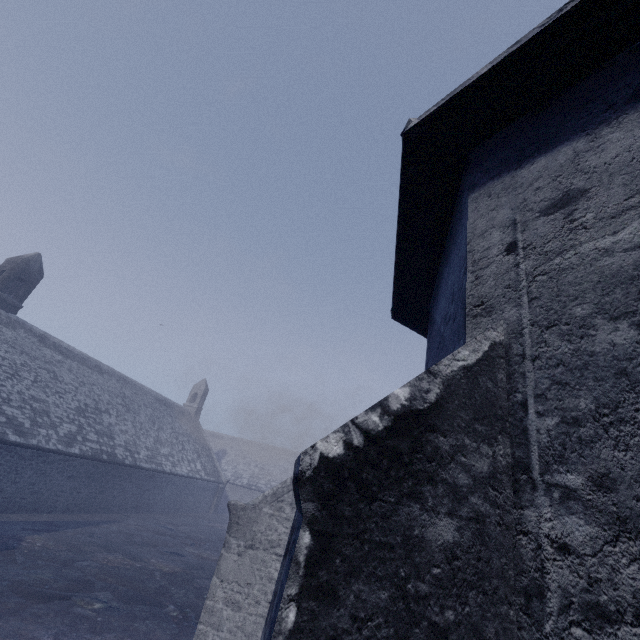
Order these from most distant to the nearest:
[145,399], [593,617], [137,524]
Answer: [145,399] < [137,524] < [593,617]
